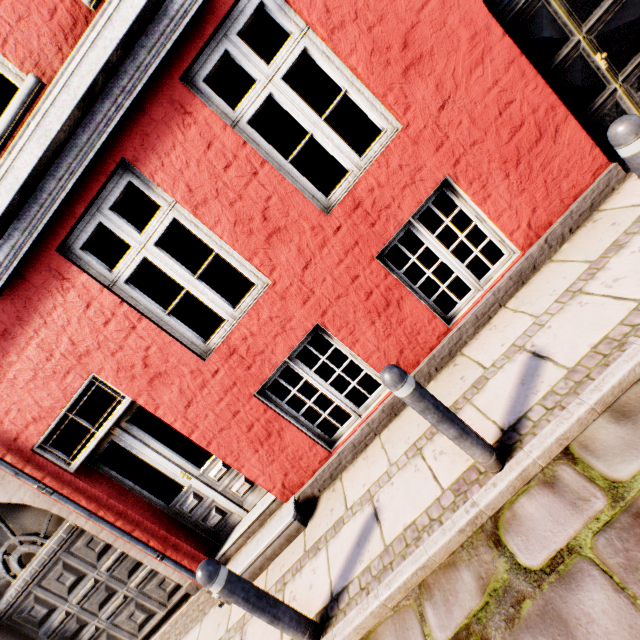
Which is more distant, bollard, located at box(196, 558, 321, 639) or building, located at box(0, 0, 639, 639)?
building, located at box(0, 0, 639, 639)

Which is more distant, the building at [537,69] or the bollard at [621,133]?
the building at [537,69]

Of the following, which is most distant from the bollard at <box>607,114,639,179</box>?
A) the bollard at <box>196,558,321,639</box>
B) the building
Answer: the bollard at <box>196,558,321,639</box>

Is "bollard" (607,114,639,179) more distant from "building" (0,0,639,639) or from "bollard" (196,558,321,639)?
"bollard" (196,558,321,639)

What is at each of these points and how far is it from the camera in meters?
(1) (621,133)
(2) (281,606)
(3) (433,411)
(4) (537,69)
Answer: (1) bollard, 1.8 m
(2) bollard, 2.5 m
(3) bollard, 2.1 m
(4) building, 3.3 m

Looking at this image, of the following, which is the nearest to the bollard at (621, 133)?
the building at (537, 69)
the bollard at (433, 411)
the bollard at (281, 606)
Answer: the building at (537, 69)

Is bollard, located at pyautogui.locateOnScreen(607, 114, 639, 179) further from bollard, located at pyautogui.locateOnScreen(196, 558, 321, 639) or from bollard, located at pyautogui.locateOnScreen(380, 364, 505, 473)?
bollard, located at pyautogui.locateOnScreen(196, 558, 321, 639)

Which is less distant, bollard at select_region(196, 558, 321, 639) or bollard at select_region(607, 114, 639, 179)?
bollard at select_region(607, 114, 639, 179)
